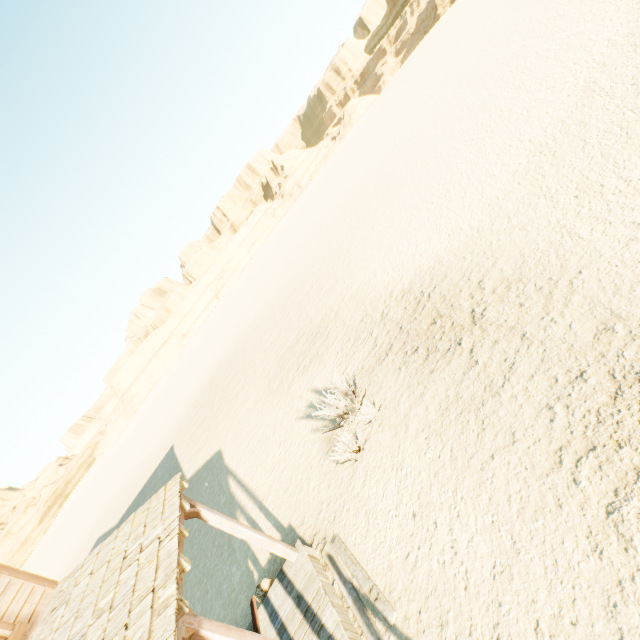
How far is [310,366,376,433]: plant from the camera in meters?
7.9 m

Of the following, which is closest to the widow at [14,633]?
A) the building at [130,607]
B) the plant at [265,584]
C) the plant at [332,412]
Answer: the building at [130,607]

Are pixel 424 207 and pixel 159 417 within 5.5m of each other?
no

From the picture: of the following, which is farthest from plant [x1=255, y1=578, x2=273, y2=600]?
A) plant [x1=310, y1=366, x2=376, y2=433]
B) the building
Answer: plant [x1=310, y1=366, x2=376, y2=433]

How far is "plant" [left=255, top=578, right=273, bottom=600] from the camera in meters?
6.6 m

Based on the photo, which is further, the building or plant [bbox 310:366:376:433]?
plant [bbox 310:366:376:433]

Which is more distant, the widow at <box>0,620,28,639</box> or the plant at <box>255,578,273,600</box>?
the plant at <box>255,578,273,600</box>

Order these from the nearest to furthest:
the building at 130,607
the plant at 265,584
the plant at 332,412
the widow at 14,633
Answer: the building at 130,607 → the widow at 14,633 → the plant at 265,584 → the plant at 332,412
